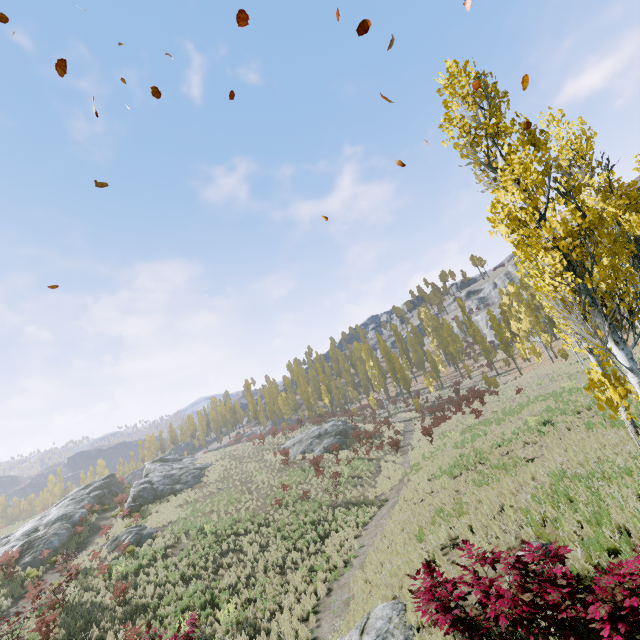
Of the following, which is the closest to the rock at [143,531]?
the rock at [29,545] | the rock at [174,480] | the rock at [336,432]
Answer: the rock at [29,545]

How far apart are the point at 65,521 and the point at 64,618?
15.4m

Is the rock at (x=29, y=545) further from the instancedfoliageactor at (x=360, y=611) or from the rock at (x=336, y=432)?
the instancedfoliageactor at (x=360, y=611)

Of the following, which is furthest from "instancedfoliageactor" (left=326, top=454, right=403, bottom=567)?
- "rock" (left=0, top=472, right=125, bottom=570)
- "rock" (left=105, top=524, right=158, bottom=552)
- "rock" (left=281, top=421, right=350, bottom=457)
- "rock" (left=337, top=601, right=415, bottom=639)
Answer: "rock" (left=0, top=472, right=125, bottom=570)

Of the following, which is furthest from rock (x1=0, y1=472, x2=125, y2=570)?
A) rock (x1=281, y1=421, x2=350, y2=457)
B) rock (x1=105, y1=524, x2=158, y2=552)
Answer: rock (x1=281, y1=421, x2=350, y2=457)

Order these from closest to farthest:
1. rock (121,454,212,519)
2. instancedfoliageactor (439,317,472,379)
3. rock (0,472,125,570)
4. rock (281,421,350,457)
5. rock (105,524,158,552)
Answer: rock (105,524,158,552), rock (0,472,125,570), rock (121,454,212,519), rock (281,421,350,457), instancedfoliageactor (439,317,472,379)

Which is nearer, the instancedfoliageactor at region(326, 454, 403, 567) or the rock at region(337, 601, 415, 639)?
the rock at region(337, 601, 415, 639)

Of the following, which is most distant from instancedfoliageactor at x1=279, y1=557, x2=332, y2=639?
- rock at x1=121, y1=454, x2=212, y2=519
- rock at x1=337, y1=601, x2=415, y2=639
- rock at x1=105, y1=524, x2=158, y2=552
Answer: rock at x1=105, y1=524, x2=158, y2=552
